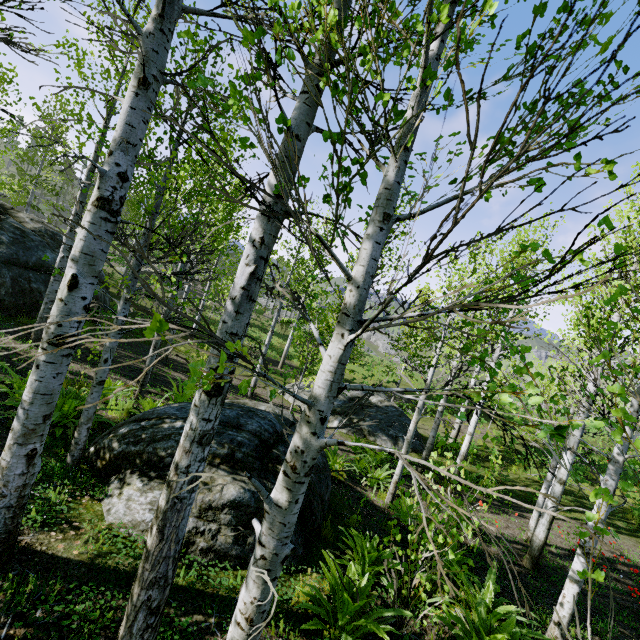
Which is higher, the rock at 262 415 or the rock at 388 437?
the rock at 262 415

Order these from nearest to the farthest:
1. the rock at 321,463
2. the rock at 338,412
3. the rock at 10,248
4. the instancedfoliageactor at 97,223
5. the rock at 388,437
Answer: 1. the instancedfoliageactor at 97,223
2. the rock at 321,463
3. the rock at 10,248
4. the rock at 388,437
5. the rock at 338,412

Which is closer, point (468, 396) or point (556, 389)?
point (468, 396)

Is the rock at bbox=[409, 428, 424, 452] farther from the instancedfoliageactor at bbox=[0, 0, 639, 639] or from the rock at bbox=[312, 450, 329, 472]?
the instancedfoliageactor at bbox=[0, 0, 639, 639]

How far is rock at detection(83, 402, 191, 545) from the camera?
3.8m
